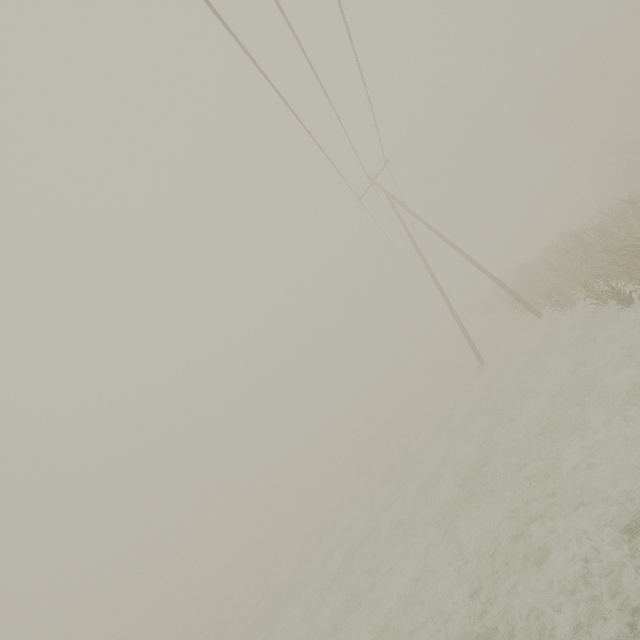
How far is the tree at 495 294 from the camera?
22.38m

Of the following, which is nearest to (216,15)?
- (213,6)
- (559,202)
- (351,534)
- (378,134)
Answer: (213,6)

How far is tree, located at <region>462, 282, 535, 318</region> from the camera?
22.4m
